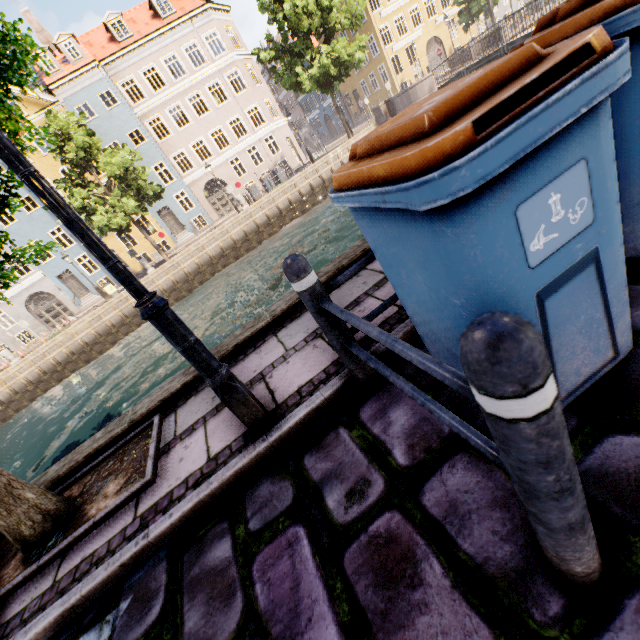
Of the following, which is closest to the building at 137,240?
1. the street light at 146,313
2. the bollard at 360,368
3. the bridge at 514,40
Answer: the street light at 146,313

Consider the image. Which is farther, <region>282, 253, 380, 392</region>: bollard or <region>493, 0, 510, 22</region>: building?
<region>493, 0, 510, 22</region>: building

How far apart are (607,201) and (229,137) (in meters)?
33.98

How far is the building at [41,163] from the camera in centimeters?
2444cm

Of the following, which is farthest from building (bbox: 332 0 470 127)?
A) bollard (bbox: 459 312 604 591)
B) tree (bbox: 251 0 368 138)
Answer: bollard (bbox: 459 312 604 591)

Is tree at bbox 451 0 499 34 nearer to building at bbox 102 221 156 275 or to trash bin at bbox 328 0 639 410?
trash bin at bbox 328 0 639 410

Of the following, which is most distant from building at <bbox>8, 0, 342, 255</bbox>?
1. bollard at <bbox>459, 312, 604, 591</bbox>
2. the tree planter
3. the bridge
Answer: bollard at <bbox>459, 312, 604, 591</bbox>

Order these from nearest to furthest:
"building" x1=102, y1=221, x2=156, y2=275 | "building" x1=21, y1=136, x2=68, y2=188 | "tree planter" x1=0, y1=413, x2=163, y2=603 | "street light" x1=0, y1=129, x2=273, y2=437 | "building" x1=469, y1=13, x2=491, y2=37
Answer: "street light" x1=0, y1=129, x2=273, y2=437 → "tree planter" x1=0, y1=413, x2=163, y2=603 → "building" x1=21, y1=136, x2=68, y2=188 → "building" x1=102, y1=221, x2=156, y2=275 → "building" x1=469, y1=13, x2=491, y2=37
